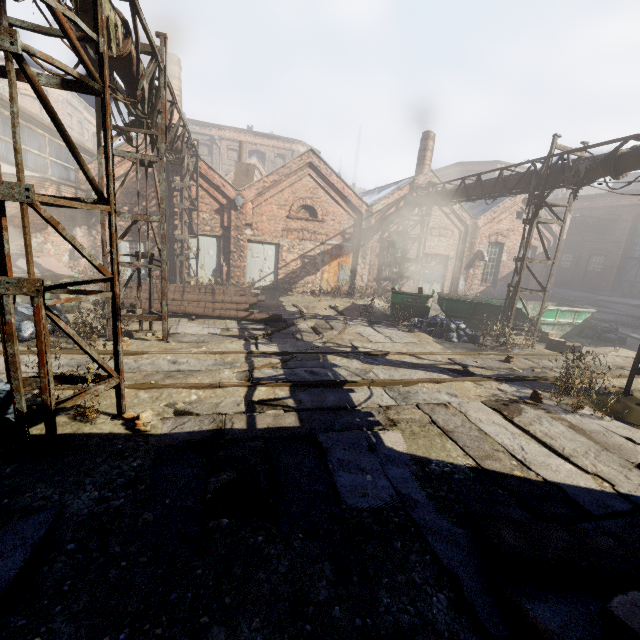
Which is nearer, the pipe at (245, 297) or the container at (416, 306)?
the pipe at (245, 297)

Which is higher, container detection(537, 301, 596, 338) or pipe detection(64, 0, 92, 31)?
pipe detection(64, 0, 92, 31)

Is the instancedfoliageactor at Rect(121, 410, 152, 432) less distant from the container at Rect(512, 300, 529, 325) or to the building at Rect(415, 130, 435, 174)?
the container at Rect(512, 300, 529, 325)

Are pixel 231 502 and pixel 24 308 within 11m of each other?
yes

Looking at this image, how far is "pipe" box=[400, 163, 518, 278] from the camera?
12.81m

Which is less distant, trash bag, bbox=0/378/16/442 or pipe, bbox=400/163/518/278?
trash bag, bbox=0/378/16/442

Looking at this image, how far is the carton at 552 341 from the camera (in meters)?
11.85

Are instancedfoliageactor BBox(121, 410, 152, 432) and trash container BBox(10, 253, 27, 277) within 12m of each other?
yes
